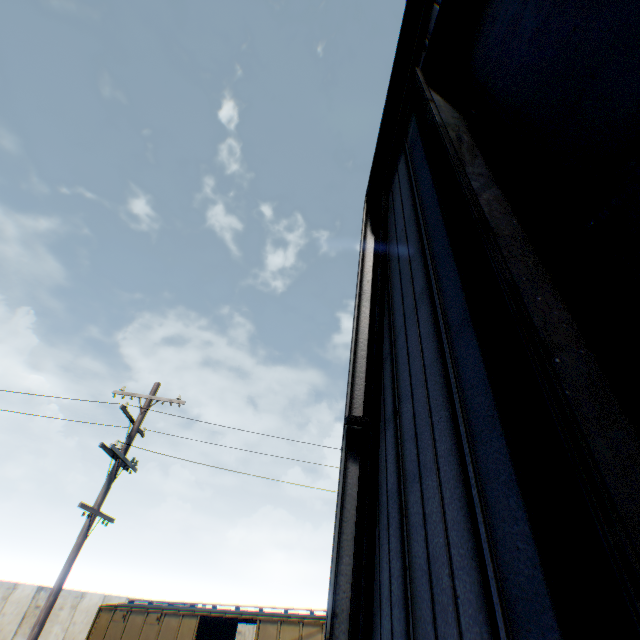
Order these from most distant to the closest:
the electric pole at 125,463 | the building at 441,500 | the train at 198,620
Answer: the train at 198,620, the electric pole at 125,463, the building at 441,500

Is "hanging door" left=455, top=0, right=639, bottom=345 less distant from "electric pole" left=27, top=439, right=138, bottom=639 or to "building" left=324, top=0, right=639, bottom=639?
"building" left=324, top=0, right=639, bottom=639

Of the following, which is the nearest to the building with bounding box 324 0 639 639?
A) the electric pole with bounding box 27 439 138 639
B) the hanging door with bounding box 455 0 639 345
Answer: the hanging door with bounding box 455 0 639 345

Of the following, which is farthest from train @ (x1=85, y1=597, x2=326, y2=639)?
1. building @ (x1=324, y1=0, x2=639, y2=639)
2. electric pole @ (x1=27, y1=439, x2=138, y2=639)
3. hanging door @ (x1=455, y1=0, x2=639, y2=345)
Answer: hanging door @ (x1=455, y1=0, x2=639, y2=345)

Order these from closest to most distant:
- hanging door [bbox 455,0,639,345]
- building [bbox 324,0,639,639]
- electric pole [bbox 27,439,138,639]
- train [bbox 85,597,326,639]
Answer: building [bbox 324,0,639,639]
hanging door [bbox 455,0,639,345]
electric pole [bbox 27,439,138,639]
train [bbox 85,597,326,639]

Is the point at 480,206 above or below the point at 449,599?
above

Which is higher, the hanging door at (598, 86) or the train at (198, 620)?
the hanging door at (598, 86)
